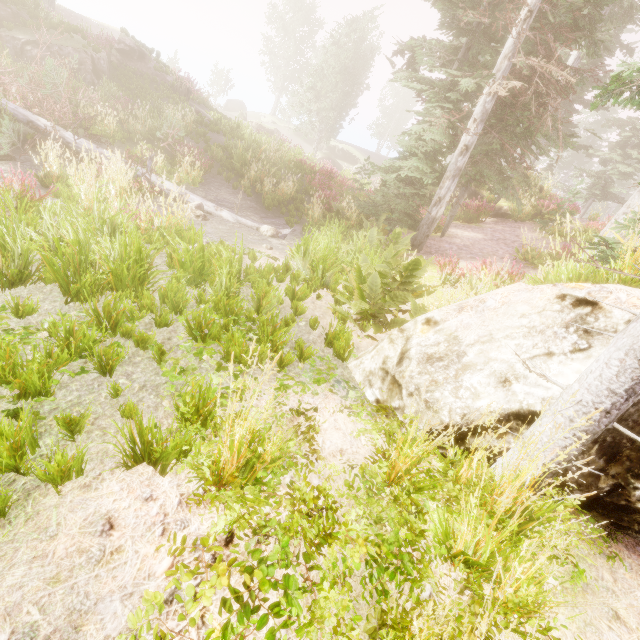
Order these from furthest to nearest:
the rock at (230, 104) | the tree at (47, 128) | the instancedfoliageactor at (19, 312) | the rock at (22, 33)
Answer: the rock at (230, 104)
the rock at (22, 33)
the tree at (47, 128)
the instancedfoliageactor at (19, 312)

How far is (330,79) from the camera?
32.2 meters

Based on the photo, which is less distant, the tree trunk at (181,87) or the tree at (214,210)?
the tree at (214,210)

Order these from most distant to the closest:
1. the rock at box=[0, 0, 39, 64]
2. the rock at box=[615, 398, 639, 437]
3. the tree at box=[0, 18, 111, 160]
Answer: the rock at box=[0, 0, 39, 64] → the tree at box=[0, 18, 111, 160] → the rock at box=[615, 398, 639, 437]

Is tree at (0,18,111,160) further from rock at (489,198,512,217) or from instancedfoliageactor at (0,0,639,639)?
rock at (489,198,512,217)

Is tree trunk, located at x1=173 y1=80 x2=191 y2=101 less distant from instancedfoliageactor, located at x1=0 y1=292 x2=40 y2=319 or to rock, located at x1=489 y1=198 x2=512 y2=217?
instancedfoliageactor, located at x1=0 y1=292 x2=40 y2=319

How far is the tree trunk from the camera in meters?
21.6 m

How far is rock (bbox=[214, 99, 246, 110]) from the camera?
50.3 meters
